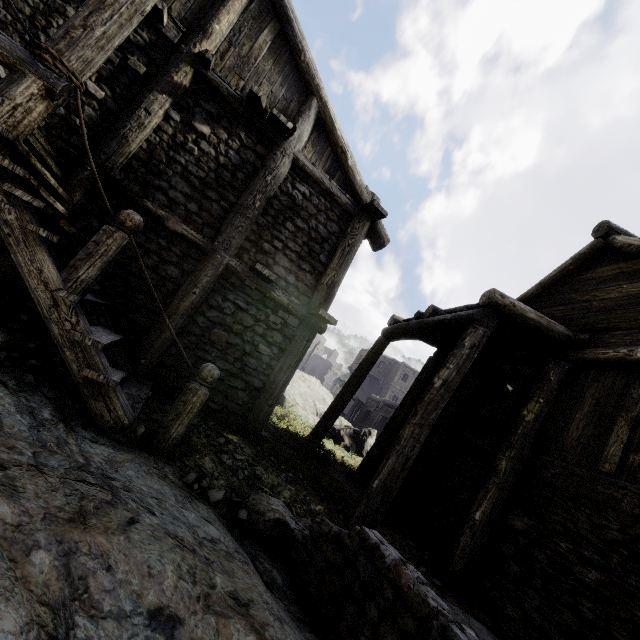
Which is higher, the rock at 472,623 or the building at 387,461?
the building at 387,461

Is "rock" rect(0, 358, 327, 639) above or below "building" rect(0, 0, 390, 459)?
below

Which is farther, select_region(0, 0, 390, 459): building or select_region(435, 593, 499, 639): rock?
select_region(435, 593, 499, 639): rock

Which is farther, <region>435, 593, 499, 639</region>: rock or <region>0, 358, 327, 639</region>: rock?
<region>435, 593, 499, 639</region>: rock

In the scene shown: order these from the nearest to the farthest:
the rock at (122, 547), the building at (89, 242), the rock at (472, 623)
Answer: the rock at (122, 547)
the building at (89, 242)
the rock at (472, 623)

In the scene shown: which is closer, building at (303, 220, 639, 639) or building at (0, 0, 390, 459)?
building at (0, 0, 390, 459)

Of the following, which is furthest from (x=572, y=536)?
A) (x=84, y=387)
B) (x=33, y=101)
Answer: (x=33, y=101)

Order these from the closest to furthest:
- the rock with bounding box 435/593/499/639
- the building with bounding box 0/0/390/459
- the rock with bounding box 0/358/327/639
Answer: the rock with bounding box 0/358/327/639
the building with bounding box 0/0/390/459
the rock with bounding box 435/593/499/639
